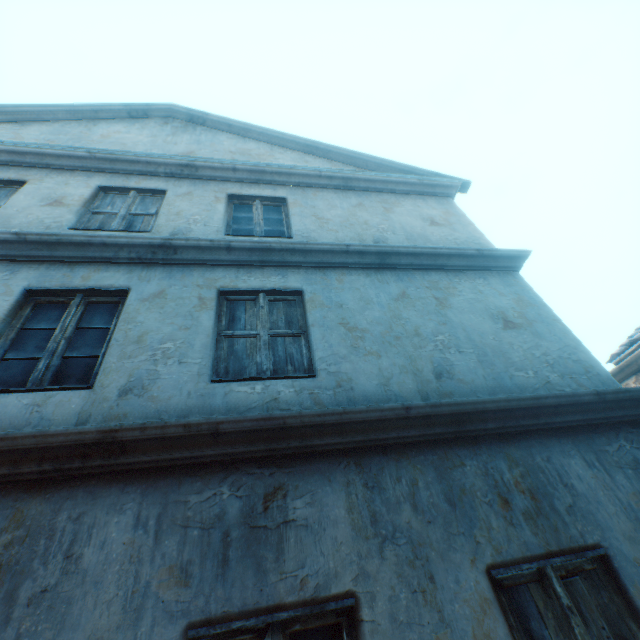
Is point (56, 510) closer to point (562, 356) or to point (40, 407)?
point (40, 407)
